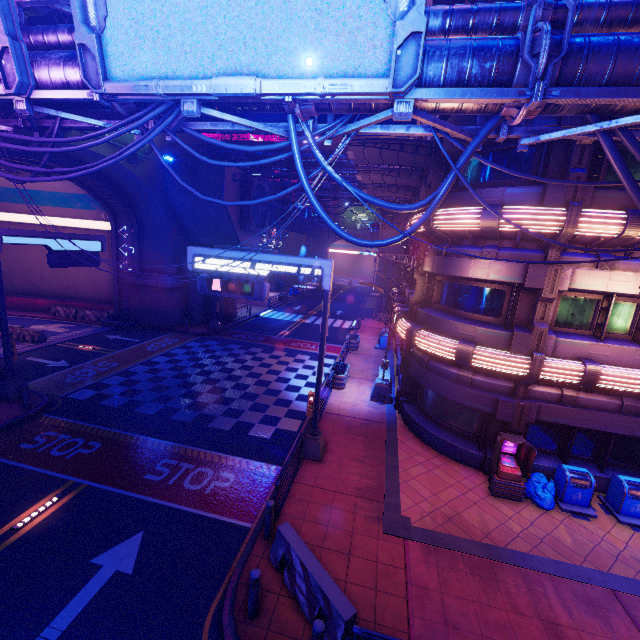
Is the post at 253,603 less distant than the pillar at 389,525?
Yes

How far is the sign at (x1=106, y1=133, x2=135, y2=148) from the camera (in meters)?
19.16

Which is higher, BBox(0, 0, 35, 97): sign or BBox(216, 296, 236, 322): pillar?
BBox(0, 0, 35, 97): sign

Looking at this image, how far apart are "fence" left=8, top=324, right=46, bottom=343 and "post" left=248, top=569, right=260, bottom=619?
23.12m

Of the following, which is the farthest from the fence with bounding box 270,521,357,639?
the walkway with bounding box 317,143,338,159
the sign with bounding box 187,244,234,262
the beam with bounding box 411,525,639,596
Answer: the walkway with bounding box 317,143,338,159

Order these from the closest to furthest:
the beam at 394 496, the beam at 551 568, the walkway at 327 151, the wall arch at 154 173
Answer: the beam at 551 568 < the beam at 394 496 < the wall arch at 154 173 < the walkway at 327 151

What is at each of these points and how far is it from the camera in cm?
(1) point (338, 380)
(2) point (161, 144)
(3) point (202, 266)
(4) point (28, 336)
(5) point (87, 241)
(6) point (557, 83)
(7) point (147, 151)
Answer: (1) plant holder, 1789
(2) wall arch, 2388
(3) sign, 1153
(4) fence, 2153
(5) sign, 1681
(6) pipe, 639
(7) sign, 2183

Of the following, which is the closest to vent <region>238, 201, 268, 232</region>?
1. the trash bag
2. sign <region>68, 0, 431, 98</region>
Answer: sign <region>68, 0, 431, 98</region>
